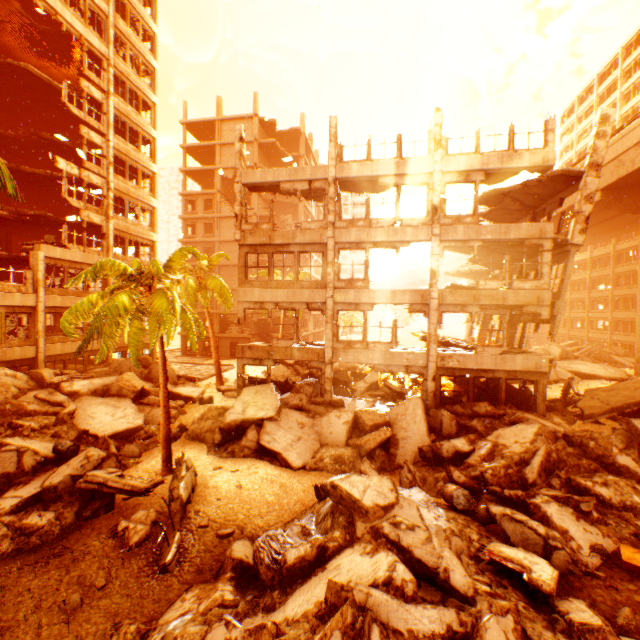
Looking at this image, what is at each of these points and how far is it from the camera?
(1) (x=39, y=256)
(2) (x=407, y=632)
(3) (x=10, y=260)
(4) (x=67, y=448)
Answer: (1) pillar, 18.78m
(2) rock pile, 4.57m
(3) floor rubble, 22.81m
(4) metal barrel, 11.78m

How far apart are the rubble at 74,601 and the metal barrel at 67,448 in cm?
641

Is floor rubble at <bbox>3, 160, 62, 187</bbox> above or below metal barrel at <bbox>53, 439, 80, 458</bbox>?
above

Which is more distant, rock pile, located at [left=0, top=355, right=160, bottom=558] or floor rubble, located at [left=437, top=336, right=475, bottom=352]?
floor rubble, located at [left=437, top=336, right=475, bottom=352]

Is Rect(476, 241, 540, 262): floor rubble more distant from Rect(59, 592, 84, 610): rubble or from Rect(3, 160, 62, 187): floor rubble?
Rect(3, 160, 62, 187): floor rubble

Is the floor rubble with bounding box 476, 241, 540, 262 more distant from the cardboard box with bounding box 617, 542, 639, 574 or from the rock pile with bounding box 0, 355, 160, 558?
the cardboard box with bounding box 617, 542, 639, 574

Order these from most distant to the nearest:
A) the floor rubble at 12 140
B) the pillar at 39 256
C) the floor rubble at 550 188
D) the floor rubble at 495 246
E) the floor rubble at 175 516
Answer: the floor rubble at 12 140 → the pillar at 39 256 → the floor rubble at 495 246 → the floor rubble at 550 188 → the floor rubble at 175 516

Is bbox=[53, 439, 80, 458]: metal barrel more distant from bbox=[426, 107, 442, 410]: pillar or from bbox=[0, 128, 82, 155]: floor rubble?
bbox=[0, 128, 82, 155]: floor rubble
